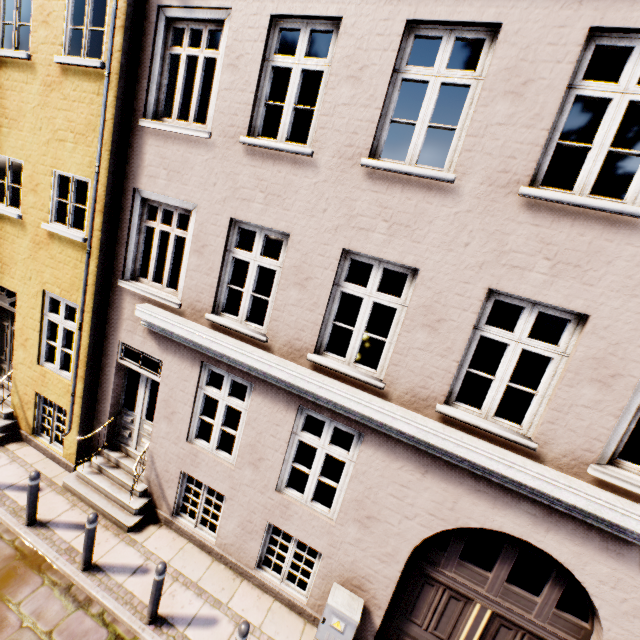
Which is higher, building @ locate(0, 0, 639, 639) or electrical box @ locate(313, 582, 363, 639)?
building @ locate(0, 0, 639, 639)

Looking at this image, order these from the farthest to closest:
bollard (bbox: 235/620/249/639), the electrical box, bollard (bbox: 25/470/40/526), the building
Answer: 1. bollard (bbox: 25/470/40/526)
2. the electrical box
3. bollard (bbox: 235/620/249/639)
4. the building

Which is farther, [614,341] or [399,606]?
[399,606]

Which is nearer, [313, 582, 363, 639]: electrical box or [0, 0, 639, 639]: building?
[0, 0, 639, 639]: building

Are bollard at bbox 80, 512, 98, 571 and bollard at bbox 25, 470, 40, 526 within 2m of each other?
yes

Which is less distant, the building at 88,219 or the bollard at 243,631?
Result: the building at 88,219

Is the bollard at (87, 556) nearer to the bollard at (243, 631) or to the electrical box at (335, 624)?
the bollard at (243, 631)

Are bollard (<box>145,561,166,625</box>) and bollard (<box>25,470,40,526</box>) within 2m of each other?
no
